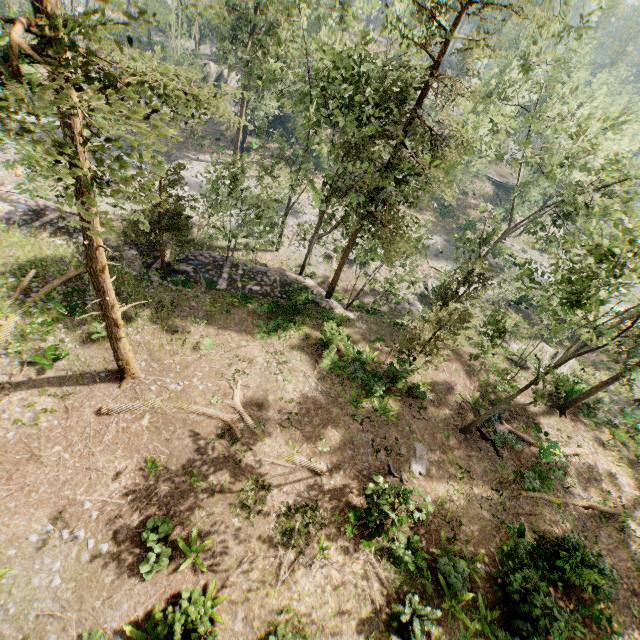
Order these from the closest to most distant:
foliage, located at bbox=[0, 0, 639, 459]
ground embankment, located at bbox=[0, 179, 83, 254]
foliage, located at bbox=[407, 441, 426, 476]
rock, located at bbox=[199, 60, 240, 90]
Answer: foliage, located at bbox=[0, 0, 639, 459]
foliage, located at bbox=[407, 441, 426, 476]
ground embankment, located at bbox=[0, 179, 83, 254]
rock, located at bbox=[199, 60, 240, 90]

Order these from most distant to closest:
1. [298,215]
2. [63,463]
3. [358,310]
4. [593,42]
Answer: [593,42] < [298,215] < [358,310] < [63,463]

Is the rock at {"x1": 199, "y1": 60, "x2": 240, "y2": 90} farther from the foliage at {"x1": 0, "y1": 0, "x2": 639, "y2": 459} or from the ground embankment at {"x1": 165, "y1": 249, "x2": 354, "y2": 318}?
the ground embankment at {"x1": 165, "y1": 249, "x2": 354, "y2": 318}

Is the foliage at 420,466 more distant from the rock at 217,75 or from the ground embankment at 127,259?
the rock at 217,75

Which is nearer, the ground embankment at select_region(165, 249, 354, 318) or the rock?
the ground embankment at select_region(165, 249, 354, 318)
